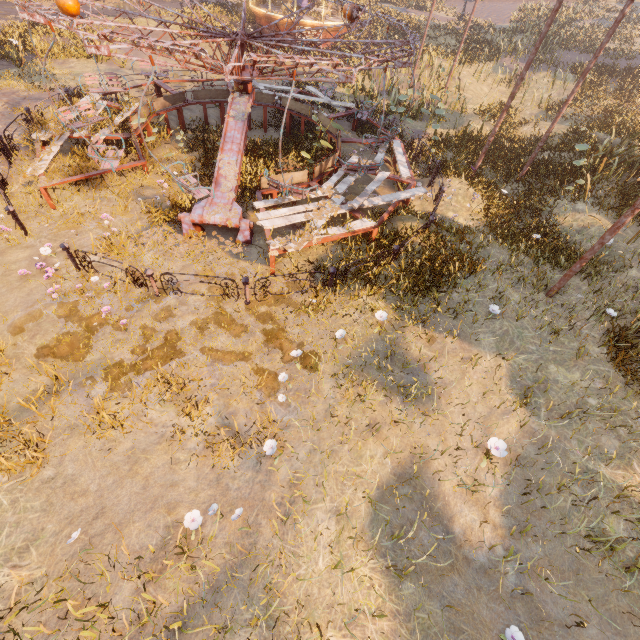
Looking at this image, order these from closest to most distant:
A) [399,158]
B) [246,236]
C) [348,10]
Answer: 1. [246,236]
2. [348,10]
3. [399,158]

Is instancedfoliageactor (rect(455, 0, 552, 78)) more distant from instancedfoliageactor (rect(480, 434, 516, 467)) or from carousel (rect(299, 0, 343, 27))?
instancedfoliageactor (rect(480, 434, 516, 467))

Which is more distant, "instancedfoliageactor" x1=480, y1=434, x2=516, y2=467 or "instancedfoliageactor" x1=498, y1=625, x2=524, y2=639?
"instancedfoliageactor" x1=480, y1=434, x2=516, y2=467

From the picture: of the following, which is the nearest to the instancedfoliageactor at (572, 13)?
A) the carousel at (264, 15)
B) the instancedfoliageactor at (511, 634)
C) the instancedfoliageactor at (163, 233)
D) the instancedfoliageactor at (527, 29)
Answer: the carousel at (264, 15)

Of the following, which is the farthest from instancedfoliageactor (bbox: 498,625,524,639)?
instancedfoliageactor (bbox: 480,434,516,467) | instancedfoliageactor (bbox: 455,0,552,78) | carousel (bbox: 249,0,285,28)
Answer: instancedfoliageactor (bbox: 455,0,552,78)

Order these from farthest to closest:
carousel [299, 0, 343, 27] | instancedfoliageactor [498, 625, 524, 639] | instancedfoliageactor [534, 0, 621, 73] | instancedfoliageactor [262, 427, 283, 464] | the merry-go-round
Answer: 1. instancedfoliageactor [534, 0, 621, 73]
2. carousel [299, 0, 343, 27]
3. the merry-go-round
4. instancedfoliageactor [262, 427, 283, 464]
5. instancedfoliageactor [498, 625, 524, 639]

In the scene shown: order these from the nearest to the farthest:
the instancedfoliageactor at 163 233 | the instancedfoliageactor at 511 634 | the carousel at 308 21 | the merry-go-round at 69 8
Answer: the instancedfoliageactor at 511 634
the merry-go-round at 69 8
the instancedfoliageactor at 163 233
the carousel at 308 21

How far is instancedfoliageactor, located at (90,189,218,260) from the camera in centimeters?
776cm
